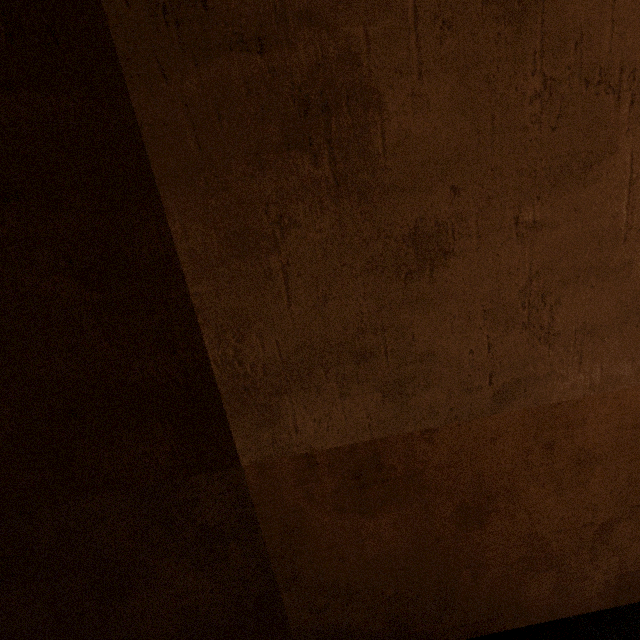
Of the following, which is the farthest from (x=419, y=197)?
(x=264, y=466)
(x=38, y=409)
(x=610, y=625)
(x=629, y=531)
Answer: (x=610, y=625)
